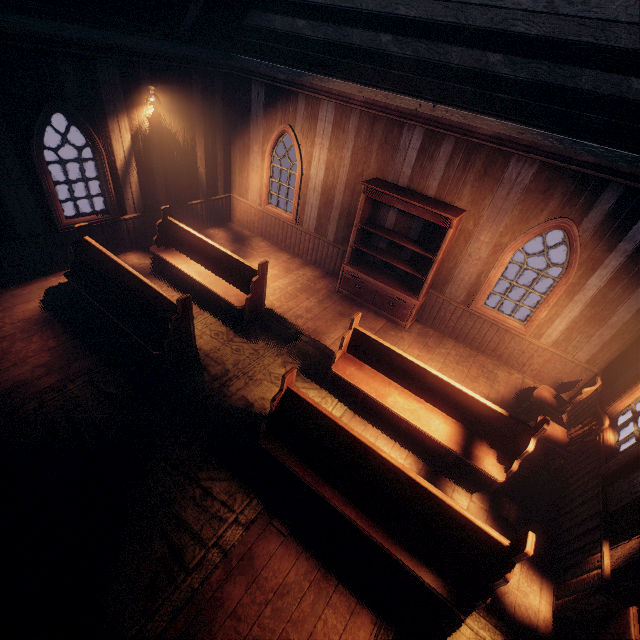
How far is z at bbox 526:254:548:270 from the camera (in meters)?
13.17

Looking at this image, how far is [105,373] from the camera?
5.0m

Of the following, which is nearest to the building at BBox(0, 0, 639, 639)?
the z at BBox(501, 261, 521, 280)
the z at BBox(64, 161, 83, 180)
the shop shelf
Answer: the shop shelf

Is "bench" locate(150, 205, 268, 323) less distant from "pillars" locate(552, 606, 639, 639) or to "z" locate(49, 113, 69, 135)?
"pillars" locate(552, 606, 639, 639)

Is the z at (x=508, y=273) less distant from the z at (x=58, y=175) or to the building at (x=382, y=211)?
the building at (x=382, y=211)

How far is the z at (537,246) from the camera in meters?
14.0

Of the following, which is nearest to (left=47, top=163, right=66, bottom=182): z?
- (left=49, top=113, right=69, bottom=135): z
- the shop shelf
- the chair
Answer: (left=49, top=113, right=69, bottom=135): z

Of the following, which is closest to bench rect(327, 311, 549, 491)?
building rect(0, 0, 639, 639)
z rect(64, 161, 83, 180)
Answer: building rect(0, 0, 639, 639)
